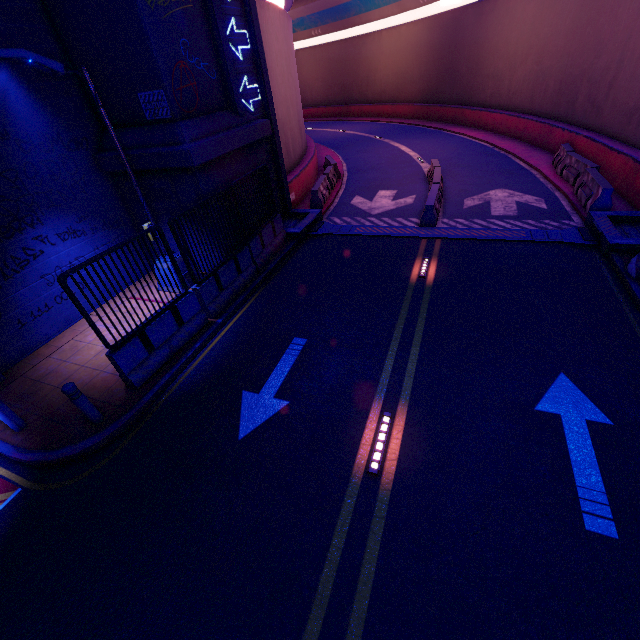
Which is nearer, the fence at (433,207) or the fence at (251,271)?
the fence at (251,271)

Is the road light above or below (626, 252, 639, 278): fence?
below

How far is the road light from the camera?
5.22m

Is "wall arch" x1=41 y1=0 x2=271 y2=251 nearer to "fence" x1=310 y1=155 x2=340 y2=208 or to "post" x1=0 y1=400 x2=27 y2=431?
"fence" x1=310 y1=155 x2=340 y2=208

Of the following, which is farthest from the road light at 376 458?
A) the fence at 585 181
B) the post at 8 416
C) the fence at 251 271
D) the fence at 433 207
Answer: the fence at 585 181

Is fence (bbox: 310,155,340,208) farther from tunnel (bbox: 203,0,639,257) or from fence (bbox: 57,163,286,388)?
fence (bbox: 57,163,286,388)

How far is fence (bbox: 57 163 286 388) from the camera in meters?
6.5 m

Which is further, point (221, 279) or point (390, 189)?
point (390, 189)
